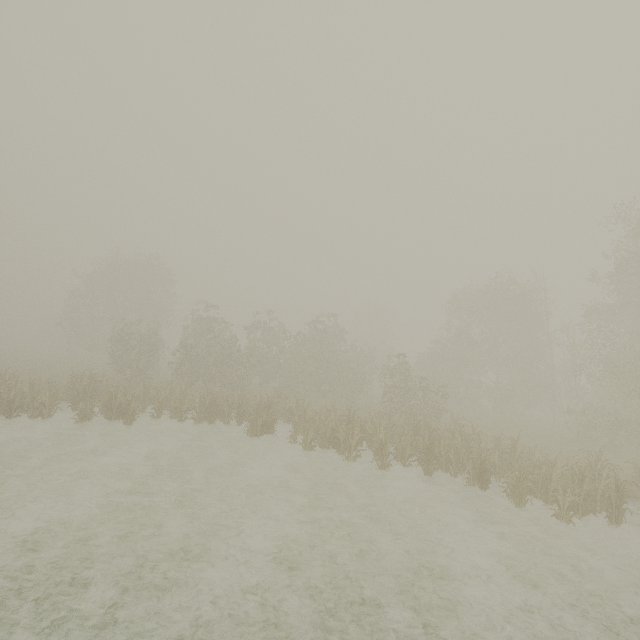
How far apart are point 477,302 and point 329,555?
27.4 meters
